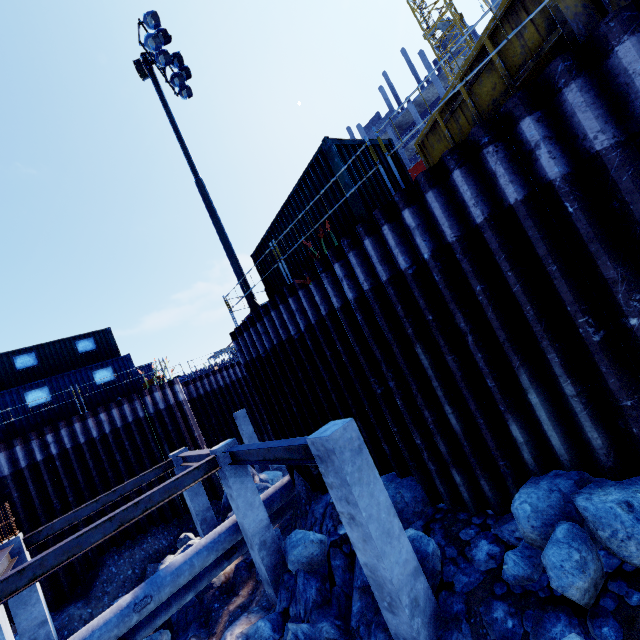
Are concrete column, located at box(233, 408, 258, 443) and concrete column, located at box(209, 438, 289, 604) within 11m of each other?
yes

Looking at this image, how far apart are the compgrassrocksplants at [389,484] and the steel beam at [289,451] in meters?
2.1 m

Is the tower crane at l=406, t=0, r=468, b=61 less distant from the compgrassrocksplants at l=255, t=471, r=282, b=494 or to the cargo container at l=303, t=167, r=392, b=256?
the cargo container at l=303, t=167, r=392, b=256

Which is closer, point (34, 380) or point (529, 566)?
point (529, 566)

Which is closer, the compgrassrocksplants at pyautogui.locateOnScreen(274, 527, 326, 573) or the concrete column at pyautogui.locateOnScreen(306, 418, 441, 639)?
the concrete column at pyautogui.locateOnScreen(306, 418, 441, 639)

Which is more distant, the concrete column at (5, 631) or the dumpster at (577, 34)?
the concrete column at (5, 631)

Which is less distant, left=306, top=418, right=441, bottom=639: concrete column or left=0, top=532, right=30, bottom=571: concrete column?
left=306, top=418, right=441, bottom=639: concrete column

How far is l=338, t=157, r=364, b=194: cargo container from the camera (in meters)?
7.57
